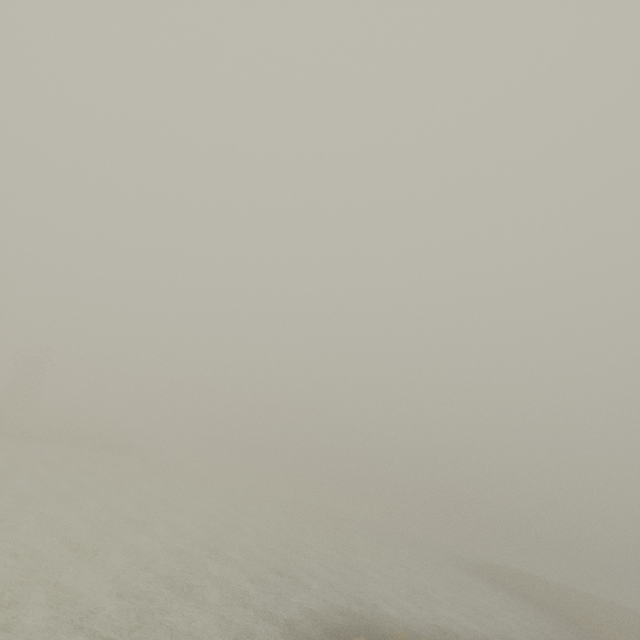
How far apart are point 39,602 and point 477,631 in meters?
24.2
